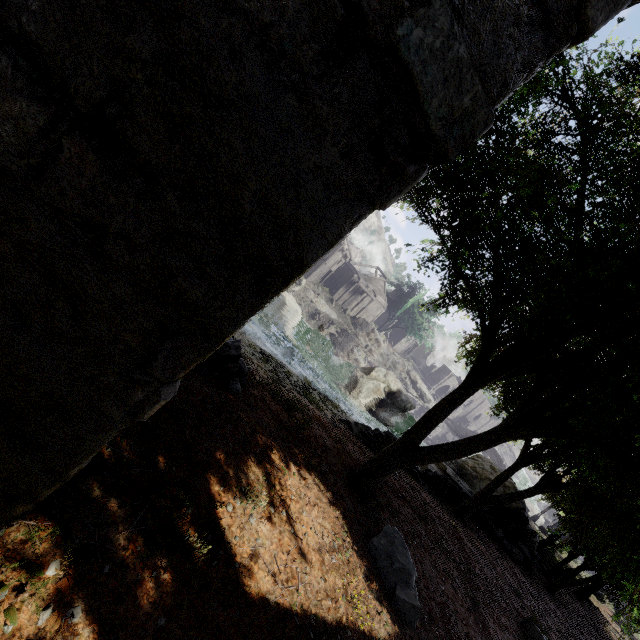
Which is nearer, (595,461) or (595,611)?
(595,461)

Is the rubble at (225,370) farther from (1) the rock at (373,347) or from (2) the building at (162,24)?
(1) the rock at (373,347)

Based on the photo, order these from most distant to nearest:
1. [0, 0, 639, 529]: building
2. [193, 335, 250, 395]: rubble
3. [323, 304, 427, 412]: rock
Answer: [323, 304, 427, 412]: rock
[193, 335, 250, 395]: rubble
[0, 0, 639, 529]: building

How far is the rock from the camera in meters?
45.2 m

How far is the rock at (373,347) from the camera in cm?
4524

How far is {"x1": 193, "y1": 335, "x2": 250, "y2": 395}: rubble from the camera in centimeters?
591cm

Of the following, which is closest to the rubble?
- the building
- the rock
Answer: the building
